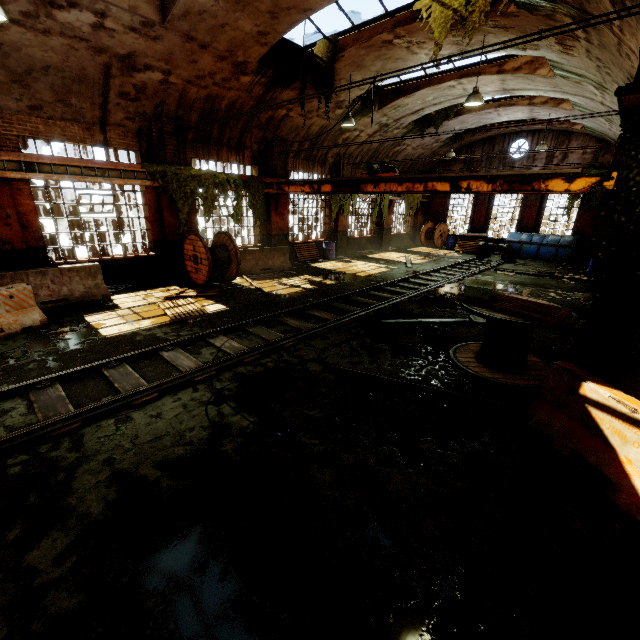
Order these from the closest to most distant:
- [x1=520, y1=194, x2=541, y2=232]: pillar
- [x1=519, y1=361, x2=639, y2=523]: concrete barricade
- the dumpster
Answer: [x1=519, y1=361, x2=639, y2=523]: concrete barricade
the dumpster
[x1=520, y1=194, x2=541, y2=232]: pillar

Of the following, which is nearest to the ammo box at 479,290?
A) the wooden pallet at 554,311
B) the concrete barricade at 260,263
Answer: the wooden pallet at 554,311

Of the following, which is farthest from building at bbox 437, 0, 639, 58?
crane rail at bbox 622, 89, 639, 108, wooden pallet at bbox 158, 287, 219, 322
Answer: wooden pallet at bbox 158, 287, 219, 322

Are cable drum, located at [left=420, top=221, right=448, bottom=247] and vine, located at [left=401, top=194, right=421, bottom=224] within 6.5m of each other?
yes

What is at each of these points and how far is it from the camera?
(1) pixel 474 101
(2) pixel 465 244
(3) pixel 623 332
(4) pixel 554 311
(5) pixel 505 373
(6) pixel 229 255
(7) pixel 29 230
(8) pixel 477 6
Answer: (1) hanging light, 9.2m
(2) wooden pallet, 22.7m
(3) pillar, 4.7m
(4) wooden pallet, 5.4m
(5) cable drum, 6.0m
(6) cable drum, 12.0m
(7) building, 9.5m
(8) vine, 7.6m

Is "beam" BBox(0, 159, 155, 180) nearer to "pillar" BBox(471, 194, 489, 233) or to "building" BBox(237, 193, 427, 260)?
"building" BBox(237, 193, 427, 260)

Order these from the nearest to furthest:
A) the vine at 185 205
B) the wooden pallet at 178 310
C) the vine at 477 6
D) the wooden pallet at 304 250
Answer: the vine at 477 6 → the wooden pallet at 178 310 → the vine at 185 205 → the wooden pallet at 304 250

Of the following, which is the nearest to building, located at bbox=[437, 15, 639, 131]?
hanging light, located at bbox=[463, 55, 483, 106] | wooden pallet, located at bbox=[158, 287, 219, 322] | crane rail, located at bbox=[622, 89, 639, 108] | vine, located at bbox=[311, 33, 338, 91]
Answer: vine, located at bbox=[311, 33, 338, 91]
